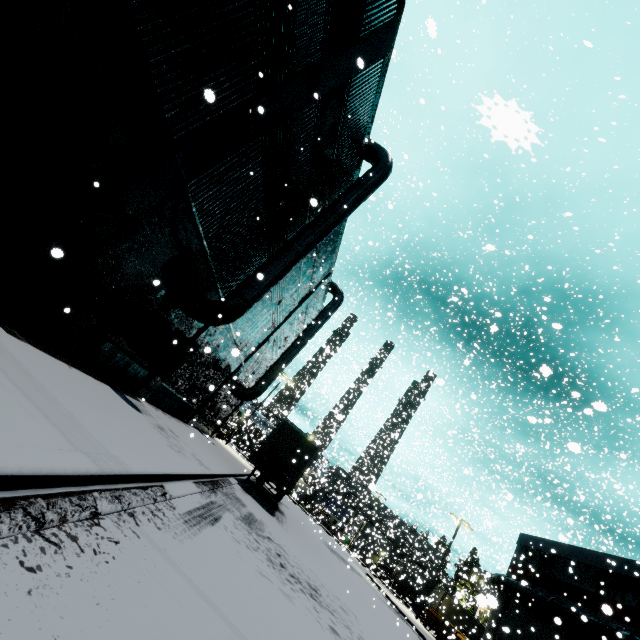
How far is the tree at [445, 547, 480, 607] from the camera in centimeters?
2805cm

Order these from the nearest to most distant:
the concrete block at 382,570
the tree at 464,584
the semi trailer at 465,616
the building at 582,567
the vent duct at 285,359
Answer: the building at 582,567 < the vent duct at 285,359 < the tree at 464,584 < the semi trailer at 465,616 < the concrete block at 382,570

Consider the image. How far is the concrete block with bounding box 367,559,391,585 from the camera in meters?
37.5 m

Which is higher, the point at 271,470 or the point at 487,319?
the point at 487,319

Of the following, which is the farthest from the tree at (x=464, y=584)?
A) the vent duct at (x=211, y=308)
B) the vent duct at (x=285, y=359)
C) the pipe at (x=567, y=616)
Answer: the vent duct at (x=211, y=308)

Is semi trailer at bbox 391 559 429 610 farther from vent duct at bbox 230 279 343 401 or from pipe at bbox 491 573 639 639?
pipe at bbox 491 573 639 639

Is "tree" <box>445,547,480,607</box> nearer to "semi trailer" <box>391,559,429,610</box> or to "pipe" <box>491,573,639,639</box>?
"semi trailer" <box>391,559,429,610</box>

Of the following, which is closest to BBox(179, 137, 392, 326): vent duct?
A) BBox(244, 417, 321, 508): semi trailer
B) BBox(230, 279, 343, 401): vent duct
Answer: BBox(244, 417, 321, 508): semi trailer
